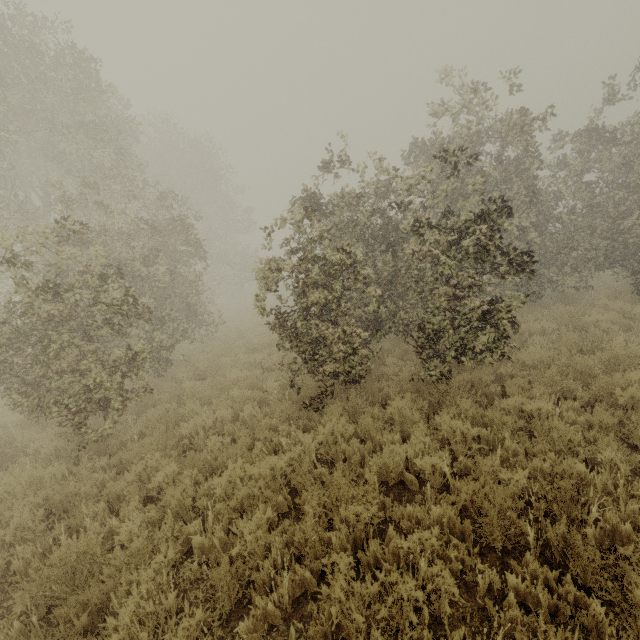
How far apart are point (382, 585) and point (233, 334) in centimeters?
1243cm
